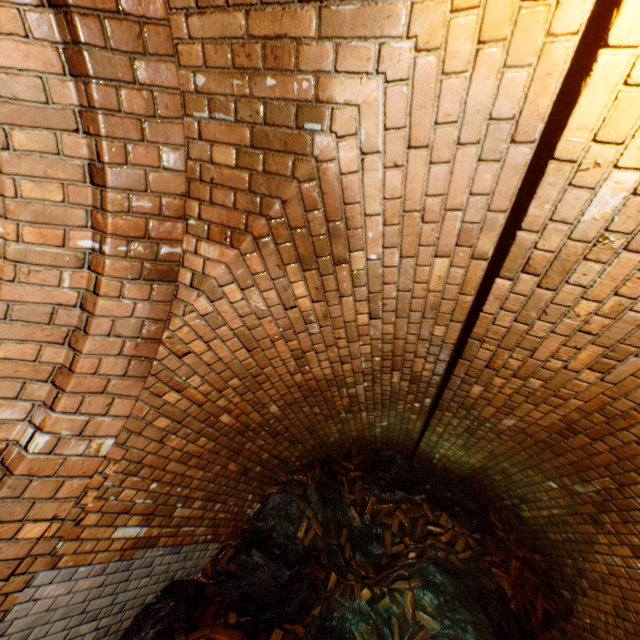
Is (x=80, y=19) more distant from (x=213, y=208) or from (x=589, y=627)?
(x=589, y=627)

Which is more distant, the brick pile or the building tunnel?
the brick pile

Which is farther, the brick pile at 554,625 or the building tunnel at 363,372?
the brick pile at 554,625
